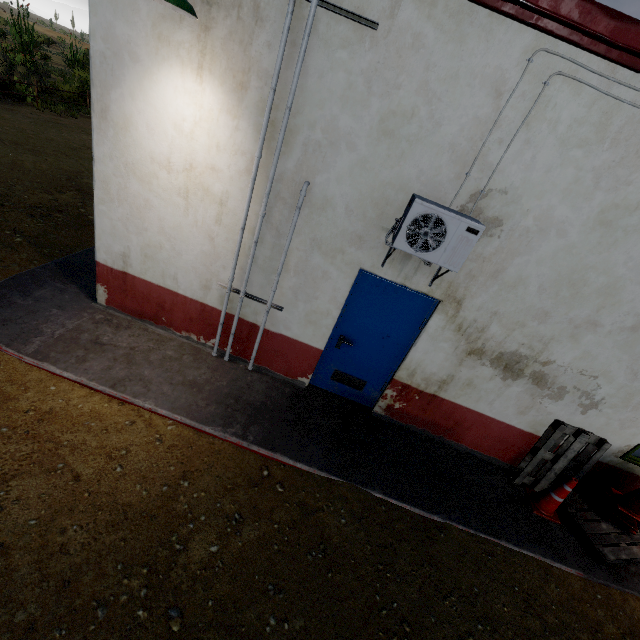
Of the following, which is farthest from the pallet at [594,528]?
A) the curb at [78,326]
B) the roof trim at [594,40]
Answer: the roof trim at [594,40]

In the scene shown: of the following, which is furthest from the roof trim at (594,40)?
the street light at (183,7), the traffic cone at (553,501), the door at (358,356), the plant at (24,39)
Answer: the plant at (24,39)

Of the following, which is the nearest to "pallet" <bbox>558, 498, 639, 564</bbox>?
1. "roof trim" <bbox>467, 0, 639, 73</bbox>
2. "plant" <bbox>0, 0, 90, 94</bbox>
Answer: "roof trim" <bbox>467, 0, 639, 73</bbox>

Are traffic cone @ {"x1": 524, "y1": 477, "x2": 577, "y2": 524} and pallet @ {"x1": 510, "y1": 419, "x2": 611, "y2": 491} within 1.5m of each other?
yes

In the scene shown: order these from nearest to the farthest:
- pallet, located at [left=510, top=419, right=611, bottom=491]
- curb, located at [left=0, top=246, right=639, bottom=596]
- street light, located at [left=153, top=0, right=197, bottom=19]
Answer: street light, located at [left=153, top=0, right=197, bottom=19] < curb, located at [left=0, top=246, right=639, bottom=596] < pallet, located at [left=510, top=419, right=611, bottom=491]

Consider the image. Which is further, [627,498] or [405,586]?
[627,498]

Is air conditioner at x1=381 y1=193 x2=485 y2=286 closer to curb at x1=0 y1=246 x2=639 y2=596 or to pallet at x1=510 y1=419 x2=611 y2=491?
curb at x1=0 y1=246 x2=639 y2=596

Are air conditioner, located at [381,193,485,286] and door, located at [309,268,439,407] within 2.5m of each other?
yes
